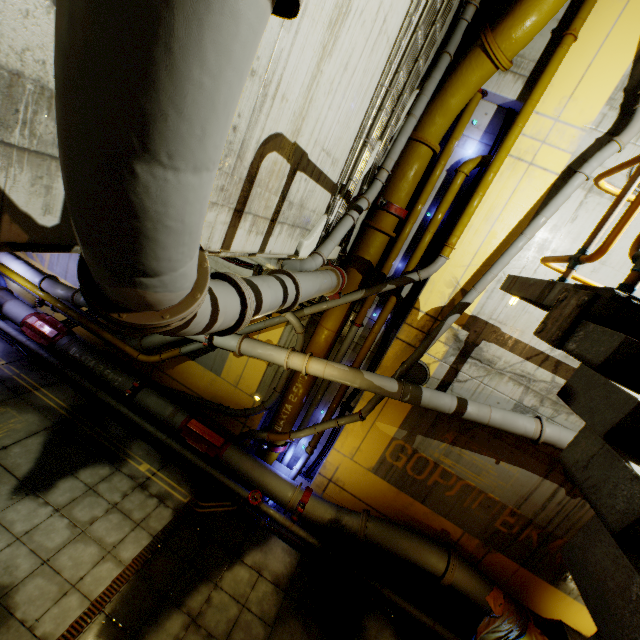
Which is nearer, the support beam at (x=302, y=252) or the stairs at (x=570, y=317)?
the stairs at (x=570, y=317)

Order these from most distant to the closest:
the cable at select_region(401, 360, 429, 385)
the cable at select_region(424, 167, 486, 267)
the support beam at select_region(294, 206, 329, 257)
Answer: the cable at select_region(401, 360, 429, 385)
the cable at select_region(424, 167, 486, 267)
the support beam at select_region(294, 206, 329, 257)

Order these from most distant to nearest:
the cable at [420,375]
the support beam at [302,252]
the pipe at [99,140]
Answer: the cable at [420,375] < the support beam at [302,252] < the pipe at [99,140]

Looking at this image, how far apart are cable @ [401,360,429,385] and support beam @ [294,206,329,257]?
4.1 meters

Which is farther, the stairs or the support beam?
the support beam

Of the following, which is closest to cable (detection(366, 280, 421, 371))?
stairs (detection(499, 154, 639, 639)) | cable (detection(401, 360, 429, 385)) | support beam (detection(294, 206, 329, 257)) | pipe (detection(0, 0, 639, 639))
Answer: pipe (detection(0, 0, 639, 639))

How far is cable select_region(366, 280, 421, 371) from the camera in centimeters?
876cm

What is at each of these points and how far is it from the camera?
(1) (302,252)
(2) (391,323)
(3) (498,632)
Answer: (1) support beam, 5.4m
(2) cable, 9.0m
(3) cloth, 8.1m
